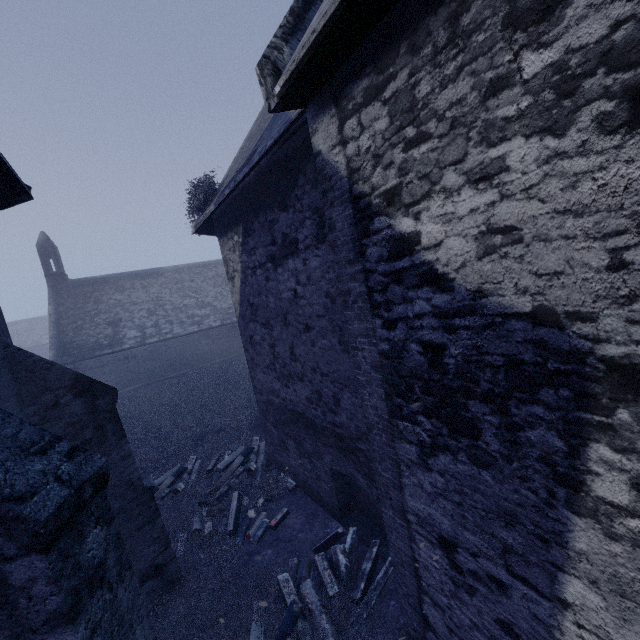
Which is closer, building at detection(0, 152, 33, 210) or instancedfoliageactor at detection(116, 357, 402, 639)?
building at detection(0, 152, 33, 210)

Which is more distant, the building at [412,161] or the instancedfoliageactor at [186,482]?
the instancedfoliageactor at [186,482]

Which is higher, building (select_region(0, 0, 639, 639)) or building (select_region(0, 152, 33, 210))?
building (select_region(0, 152, 33, 210))

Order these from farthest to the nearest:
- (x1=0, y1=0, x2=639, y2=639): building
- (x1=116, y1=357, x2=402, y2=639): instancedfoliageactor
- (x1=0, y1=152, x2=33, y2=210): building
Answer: (x1=116, y1=357, x2=402, y2=639): instancedfoliageactor < (x1=0, y1=152, x2=33, y2=210): building < (x1=0, y1=0, x2=639, y2=639): building

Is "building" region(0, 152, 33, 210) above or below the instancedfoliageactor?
above

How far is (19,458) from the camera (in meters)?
2.16
